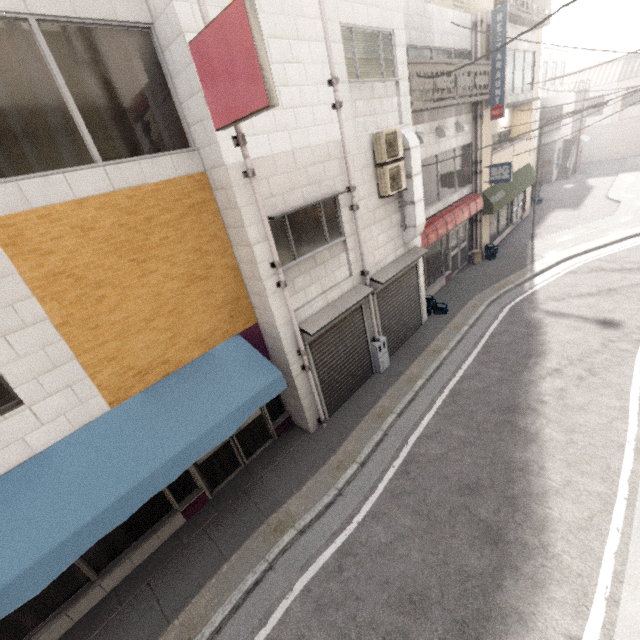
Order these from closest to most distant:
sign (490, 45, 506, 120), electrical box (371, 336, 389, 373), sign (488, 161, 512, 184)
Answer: electrical box (371, 336, 389, 373) → sign (490, 45, 506, 120) → sign (488, 161, 512, 184)

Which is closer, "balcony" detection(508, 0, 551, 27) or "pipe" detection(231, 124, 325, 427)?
"pipe" detection(231, 124, 325, 427)

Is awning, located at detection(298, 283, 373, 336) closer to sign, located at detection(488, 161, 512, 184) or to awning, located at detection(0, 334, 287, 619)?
awning, located at detection(0, 334, 287, 619)

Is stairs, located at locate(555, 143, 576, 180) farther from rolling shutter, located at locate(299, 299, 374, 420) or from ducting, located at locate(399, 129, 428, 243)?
rolling shutter, located at locate(299, 299, 374, 420)

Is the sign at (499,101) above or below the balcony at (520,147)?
above

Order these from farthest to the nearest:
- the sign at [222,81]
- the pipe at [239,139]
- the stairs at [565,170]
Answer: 1. the stairs at [565,170]
2. the pipe at [239,139]
3. the sign at [222,81]

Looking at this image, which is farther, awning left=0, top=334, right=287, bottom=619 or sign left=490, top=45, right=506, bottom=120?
sign left=490, top=45, right=506, bottom=120

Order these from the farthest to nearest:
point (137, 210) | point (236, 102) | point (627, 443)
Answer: point (627, 443), point (137, 210), point (236, 102)
